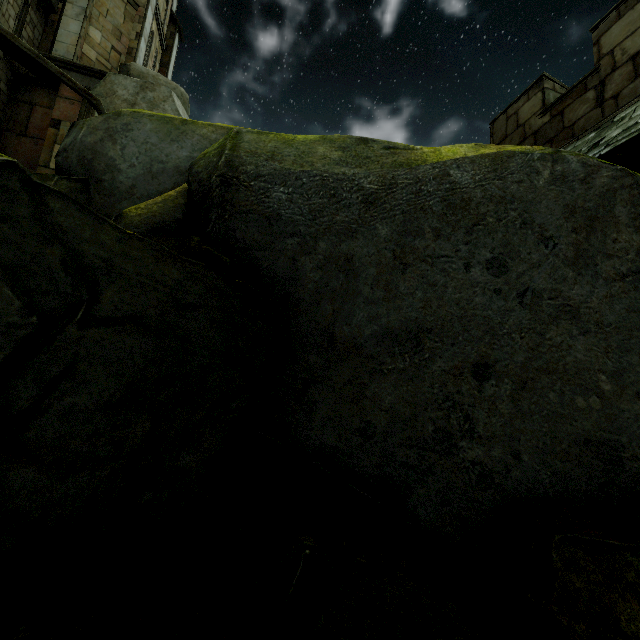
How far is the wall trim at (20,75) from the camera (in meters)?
10.62

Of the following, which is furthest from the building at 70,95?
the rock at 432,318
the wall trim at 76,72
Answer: the wall trim at 76,72

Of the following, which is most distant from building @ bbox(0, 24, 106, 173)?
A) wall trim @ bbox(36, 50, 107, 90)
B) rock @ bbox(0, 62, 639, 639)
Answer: wall trim @ bbox(36, 50, 107, 90)

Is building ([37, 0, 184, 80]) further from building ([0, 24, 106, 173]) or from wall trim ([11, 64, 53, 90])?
building ([0, 24, 106, 173])

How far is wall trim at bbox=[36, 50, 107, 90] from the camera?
11.1 meters

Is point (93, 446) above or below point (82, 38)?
below

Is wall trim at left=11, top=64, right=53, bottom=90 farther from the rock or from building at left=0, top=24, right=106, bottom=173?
building at left=0, top=24, right=106, bottom=173

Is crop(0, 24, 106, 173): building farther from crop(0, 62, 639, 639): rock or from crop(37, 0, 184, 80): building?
crop(37, 0, 184, 80): building
